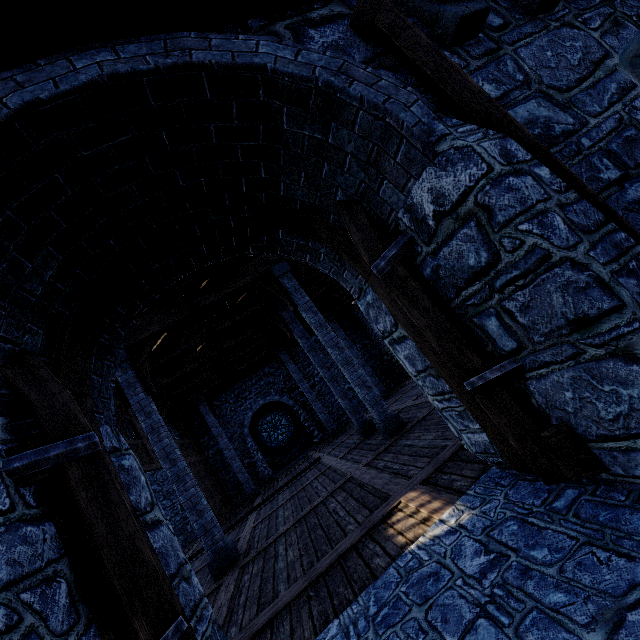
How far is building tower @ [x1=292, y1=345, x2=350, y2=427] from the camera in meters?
18.9 m

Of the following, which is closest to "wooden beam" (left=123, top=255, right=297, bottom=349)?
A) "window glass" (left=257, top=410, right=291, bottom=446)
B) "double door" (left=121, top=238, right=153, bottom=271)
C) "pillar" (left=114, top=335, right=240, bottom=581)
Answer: "pillar" (left=114, top=335, right=240, bottom=581)

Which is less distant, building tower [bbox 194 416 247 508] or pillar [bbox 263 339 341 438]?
pillar [bbox 263 339 341 438]

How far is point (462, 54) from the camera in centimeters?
238cm

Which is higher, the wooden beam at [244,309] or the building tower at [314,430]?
the wooden beam at [244,309]

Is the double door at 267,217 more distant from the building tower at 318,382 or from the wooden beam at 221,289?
the wooden beam at 221,289

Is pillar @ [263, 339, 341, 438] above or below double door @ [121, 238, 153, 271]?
above

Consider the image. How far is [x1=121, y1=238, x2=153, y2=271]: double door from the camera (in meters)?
2.78
